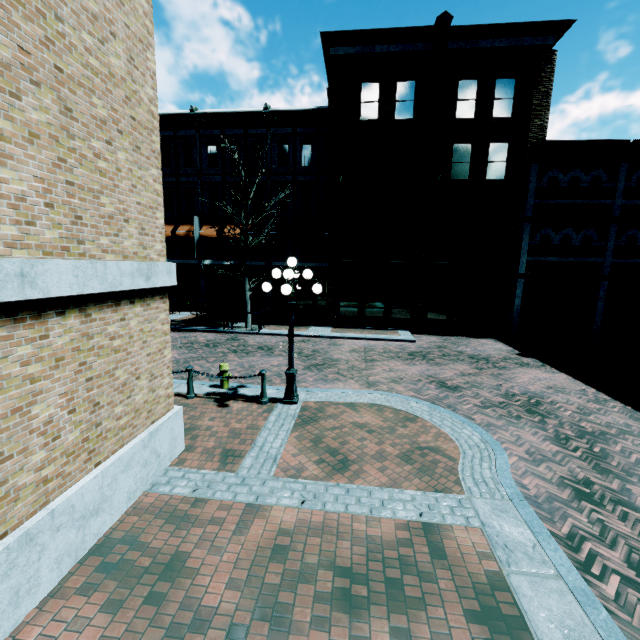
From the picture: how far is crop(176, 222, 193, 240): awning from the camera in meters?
22.2 m

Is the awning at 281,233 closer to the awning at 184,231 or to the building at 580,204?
the building at 580,204

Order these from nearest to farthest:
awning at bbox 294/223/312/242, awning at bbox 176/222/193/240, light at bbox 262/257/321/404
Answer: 1. light at bbox 262/257/321/404
2. awning at bbox 294/223/312/242
3. awning at bbox 176/222/193/240

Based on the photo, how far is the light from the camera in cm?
738

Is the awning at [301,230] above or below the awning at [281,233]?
above

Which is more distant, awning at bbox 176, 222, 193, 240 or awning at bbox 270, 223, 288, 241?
awning at bbox 176, 222, 193, 240

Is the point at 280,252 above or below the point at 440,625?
above

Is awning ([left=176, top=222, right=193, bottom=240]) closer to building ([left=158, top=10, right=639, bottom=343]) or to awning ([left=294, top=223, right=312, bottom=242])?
building ([left=158, top=10, right=639, bottom=343])
